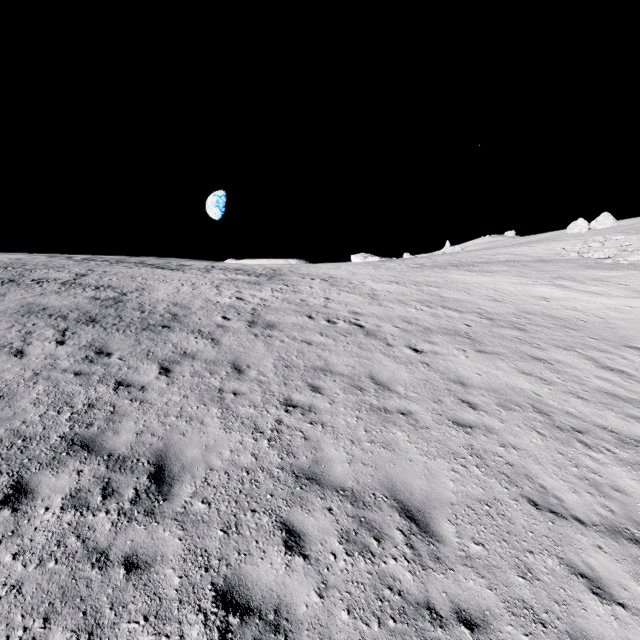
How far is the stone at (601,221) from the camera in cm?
5422

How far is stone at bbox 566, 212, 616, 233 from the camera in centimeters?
5422cm

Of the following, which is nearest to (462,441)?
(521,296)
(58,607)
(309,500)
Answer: (309,500)
